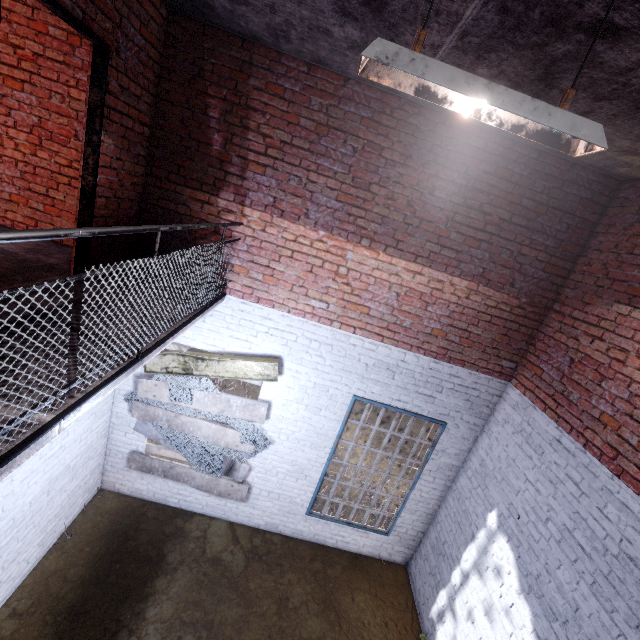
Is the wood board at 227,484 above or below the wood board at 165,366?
below

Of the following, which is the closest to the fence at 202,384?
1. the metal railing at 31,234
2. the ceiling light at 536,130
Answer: the metal railing at 31,234

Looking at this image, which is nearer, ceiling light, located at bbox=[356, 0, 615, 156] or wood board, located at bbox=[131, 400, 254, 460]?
ceiling light, located at bbox=[356, 0, 615, 156]

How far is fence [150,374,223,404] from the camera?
4.79m

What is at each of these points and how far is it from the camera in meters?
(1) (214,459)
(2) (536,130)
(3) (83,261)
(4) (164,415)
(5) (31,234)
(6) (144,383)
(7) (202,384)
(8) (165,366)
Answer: (1) fence, 5.2
(2) ceiling light, 1.6
(3) door frame, 3.4
(4) wood board, 5.0
(5) metal railing, 1.2
(6) wood board, 4.8
(7) fence, 4.8
(8) wood board, 4.7

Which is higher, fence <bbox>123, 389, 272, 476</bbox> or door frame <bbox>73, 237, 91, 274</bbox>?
door frame <bbox>73, 237, 91, 274</bbox>

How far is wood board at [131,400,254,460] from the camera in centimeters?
497cm
